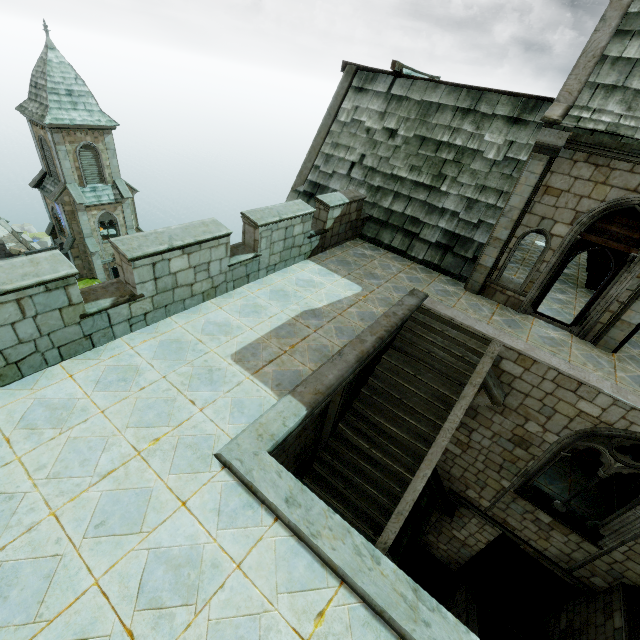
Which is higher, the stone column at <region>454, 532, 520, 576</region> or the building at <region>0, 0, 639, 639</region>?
the building at <region>0, 0, 639, 639</region>

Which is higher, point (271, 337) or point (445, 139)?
point (445, 139)

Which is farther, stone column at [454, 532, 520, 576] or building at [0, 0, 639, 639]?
stone column at [454, 532, 520, 576]

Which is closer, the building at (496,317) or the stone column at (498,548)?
the building at (496,317)

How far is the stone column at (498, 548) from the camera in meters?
11.1 m

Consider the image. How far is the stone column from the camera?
11.1m
